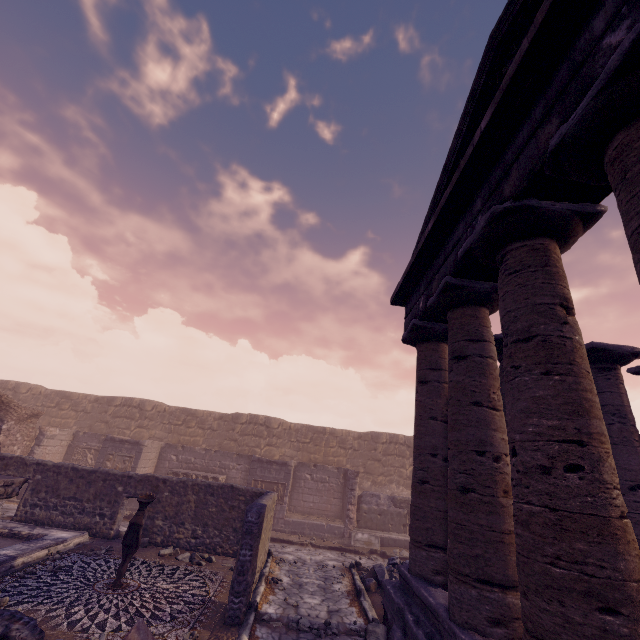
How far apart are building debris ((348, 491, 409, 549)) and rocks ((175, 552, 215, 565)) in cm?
643

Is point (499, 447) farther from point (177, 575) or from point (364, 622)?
point (177, 575)

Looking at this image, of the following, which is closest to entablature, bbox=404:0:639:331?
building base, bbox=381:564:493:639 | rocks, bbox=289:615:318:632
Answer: building base, bbox=381:564:493:639

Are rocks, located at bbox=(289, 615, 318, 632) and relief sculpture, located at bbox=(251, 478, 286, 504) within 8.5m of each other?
yes

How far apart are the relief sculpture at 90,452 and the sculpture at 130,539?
11.0m

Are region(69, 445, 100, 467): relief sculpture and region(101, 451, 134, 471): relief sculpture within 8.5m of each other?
yes

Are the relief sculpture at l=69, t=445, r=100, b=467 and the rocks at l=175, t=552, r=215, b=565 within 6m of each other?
no

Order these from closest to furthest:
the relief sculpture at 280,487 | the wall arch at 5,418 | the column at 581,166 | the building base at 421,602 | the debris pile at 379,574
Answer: the column at 581,166 → the building base at 421,602 → the debris pile at 379,574 → the wall arch at 5,418 → the relief sculpture at 280,487
